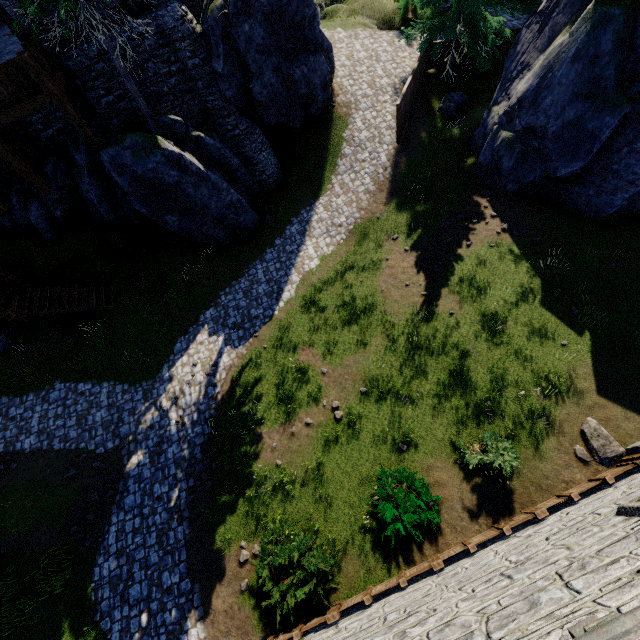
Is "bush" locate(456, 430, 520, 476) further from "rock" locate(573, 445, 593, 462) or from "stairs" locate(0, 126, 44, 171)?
"stairs" locate(0, 126, 44, 171)

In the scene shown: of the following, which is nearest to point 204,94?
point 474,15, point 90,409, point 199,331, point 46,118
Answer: point 46,118

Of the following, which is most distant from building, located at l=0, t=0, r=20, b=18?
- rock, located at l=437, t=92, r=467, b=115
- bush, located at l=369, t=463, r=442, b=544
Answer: bush, located at l=369, t=463, r=442, b=544

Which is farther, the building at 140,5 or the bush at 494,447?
the building at 140,5

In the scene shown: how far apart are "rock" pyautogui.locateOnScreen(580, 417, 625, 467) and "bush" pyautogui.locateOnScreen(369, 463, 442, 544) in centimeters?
415cm

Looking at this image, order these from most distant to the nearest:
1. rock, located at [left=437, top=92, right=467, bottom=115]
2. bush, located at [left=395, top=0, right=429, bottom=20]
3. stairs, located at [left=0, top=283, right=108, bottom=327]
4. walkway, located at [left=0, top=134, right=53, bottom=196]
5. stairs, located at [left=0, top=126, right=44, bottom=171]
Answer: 1. bush, located at [left=395, top=0, right=429, bottom=20]
2. rock, located at [left=437, top=92, right=467, bottom=115]
3. stairs, located at [left=0, top=283, right=108, bottom=327]
4. stairs, located at [left=0, top=126, right=44, bottom=171]
5. walkway, located at [left=0, top=134, right=53, bottom=196]

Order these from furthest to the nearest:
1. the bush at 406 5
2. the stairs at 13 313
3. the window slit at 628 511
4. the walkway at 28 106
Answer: the bush at 406 5 → the stairs at 13 313 → the walkway at 28 106 → the window slit at 628 511

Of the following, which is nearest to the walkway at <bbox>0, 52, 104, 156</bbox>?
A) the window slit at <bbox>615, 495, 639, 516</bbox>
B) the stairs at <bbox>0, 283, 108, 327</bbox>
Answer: the stairs at <bbox>0, 283, 108, 327</bbox>
